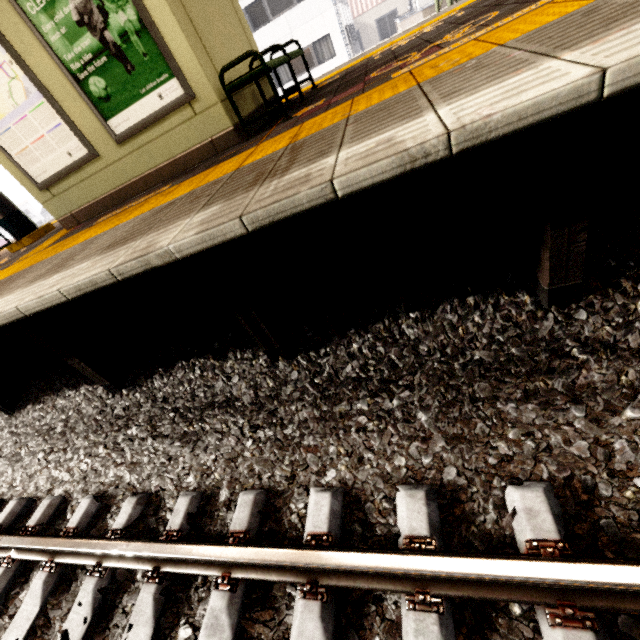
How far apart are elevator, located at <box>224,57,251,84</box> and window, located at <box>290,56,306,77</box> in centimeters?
1874cm

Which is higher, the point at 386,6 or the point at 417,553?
the point at 386,6

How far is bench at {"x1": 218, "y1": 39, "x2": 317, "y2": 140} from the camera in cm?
341

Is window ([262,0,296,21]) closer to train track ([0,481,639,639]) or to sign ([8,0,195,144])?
sign ([8,0,195,144])

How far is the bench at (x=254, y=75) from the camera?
3.4 meters

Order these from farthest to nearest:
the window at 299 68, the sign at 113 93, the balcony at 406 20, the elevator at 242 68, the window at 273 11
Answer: the window at 299 68
the window at 273 11
the balcony at 406 20
the elevator at 242 68
the sign at 113 93

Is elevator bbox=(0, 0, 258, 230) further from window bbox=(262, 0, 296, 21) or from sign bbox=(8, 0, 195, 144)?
window bbox=(262, 0, 296, 21)

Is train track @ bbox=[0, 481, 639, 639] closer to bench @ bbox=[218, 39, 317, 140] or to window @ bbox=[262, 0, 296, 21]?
bench @ bbox=[218, 39, 317, 140]
